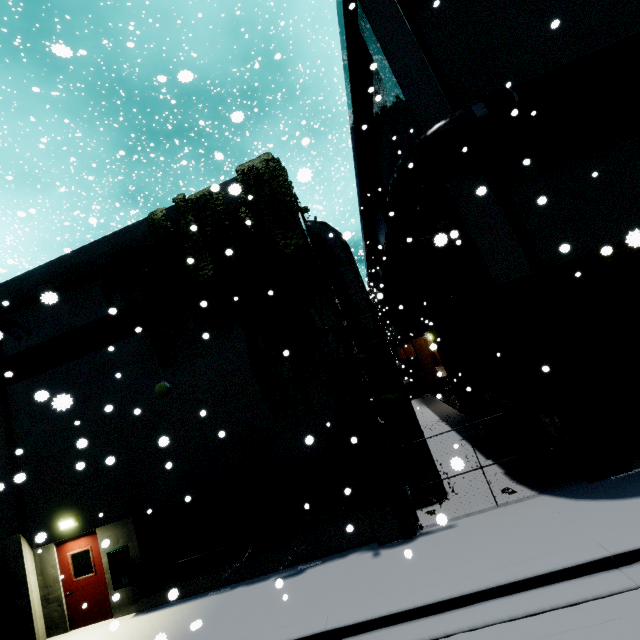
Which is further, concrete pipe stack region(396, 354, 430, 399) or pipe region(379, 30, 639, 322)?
concrete pipe stack region(396, 354, 430, 399)

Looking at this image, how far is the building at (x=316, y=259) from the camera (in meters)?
9.05

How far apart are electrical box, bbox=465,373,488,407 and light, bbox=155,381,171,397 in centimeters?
1252cm

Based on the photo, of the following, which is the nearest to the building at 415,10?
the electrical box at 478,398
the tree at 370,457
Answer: the tree at 370,457

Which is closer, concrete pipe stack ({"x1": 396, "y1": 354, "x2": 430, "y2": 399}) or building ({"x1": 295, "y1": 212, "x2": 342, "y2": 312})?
building ({"x1": 295, "y1": 212, "x2": 342, "y2": 312})

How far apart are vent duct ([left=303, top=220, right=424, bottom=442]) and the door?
9.0 meters

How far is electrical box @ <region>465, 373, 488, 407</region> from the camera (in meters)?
14.59

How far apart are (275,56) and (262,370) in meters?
6.9
